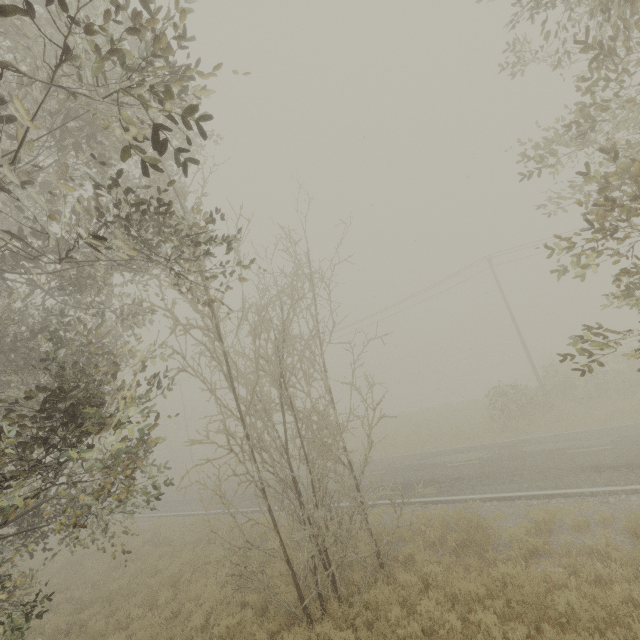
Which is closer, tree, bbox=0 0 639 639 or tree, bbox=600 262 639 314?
tree, bbox=0 0 639 639

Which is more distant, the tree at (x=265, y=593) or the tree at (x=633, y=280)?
the tree at (x=633, y=280)

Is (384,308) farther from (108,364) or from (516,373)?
(516,373)

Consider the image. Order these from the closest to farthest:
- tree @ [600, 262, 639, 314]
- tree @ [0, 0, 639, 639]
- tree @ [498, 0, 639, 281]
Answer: tree @ [0, 0, 639, 639]
tree @ [498, 0, 639, 281]
tree @ [600, 262, 639, 314]

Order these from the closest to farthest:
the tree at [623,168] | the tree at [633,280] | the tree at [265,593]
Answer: the tree at [265,593] → the tree at [623,168] → the tree at [633,280]

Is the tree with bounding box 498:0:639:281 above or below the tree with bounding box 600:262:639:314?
above

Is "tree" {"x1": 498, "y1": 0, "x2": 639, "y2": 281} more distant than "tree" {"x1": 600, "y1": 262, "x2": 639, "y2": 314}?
No
